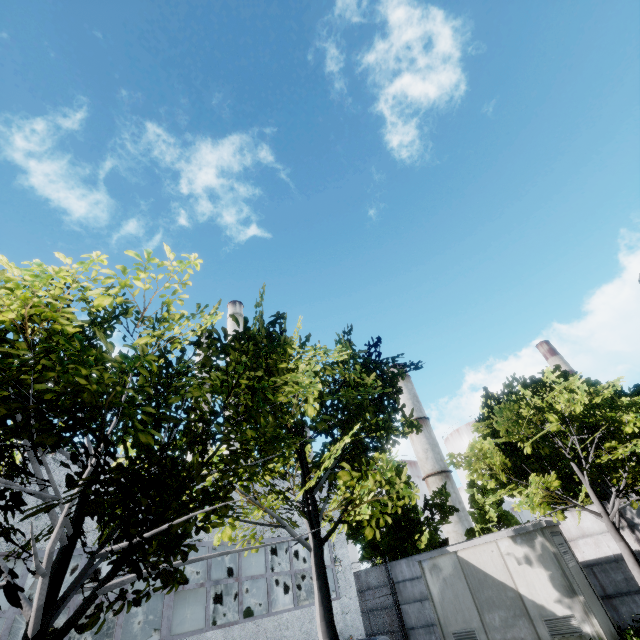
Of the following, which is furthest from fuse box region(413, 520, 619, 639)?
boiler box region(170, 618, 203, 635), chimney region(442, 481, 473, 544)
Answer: chimney region(442, 481, 473, 544)

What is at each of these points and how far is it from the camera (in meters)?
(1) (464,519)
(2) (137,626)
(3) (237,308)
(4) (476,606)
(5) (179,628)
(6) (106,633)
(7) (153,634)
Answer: (1) chimney, 55.97
(2) boiler tank, 17.17
(3) chimney, 39.97
(4) fuse box, 11.84
(5) boiler box, 10.84
(6) boiler tank, 16.19
(7) boiler box, 10.30

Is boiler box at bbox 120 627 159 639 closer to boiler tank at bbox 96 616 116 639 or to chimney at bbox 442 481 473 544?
boiler tank at bbox 96 616 116 639

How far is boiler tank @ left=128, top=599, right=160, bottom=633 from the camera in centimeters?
1683cm

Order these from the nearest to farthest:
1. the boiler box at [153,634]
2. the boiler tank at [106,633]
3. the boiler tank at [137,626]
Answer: the boiler box at [153,634]
the boiler tank at [106,633]
the boiler tank at [137,626]

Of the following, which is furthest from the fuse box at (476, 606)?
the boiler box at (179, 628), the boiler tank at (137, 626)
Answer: the boiler tank at (137, 626)

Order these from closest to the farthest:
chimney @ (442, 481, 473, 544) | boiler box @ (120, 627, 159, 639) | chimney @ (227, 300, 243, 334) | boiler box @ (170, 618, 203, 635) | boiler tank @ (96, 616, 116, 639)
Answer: → boiler box @ (120, 627, 159, 639) < boiler box @ (170, 618, 203, 635) < boiler tank @ (96, 616, 116, 639) < chimney @ (227, 300, 243, 334) < chimney @ (442, 481, 473, 544)
